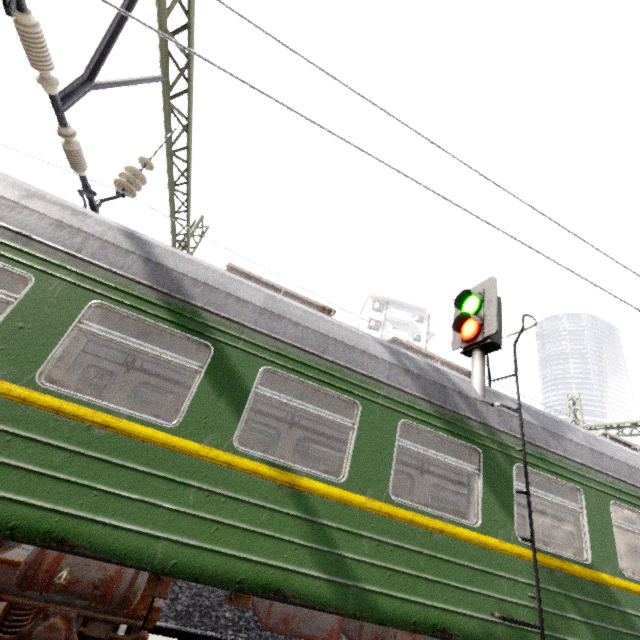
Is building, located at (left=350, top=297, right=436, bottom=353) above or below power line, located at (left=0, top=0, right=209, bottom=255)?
above

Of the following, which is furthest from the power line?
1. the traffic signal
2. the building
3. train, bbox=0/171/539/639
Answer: the building

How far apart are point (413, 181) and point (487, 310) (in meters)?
3.02

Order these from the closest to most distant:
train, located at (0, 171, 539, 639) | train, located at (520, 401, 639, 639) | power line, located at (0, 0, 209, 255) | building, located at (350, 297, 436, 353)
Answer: train, located at (0, 171, 539, 639) < power line, located at (0, 0, 209, 255) < train, located at (520, 401, 639, 639) < building, located at (350, 297, 436, 353)

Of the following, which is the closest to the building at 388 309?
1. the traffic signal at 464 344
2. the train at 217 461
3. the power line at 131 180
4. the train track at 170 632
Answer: the power line at 131 180

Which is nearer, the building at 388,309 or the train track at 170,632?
the train track at 170,632

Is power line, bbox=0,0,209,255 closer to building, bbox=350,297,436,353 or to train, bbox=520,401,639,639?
train, bbox=520,401,639,639
